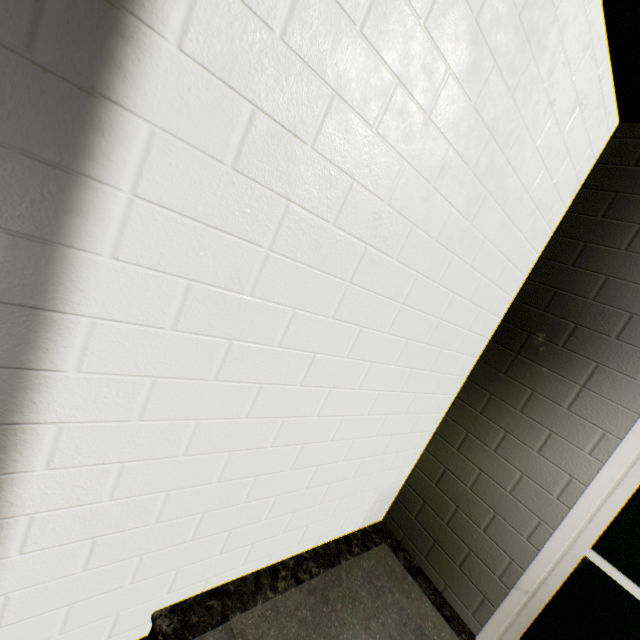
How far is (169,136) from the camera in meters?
0.8

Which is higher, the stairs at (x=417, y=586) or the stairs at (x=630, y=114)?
the stairs at (x=630, y=114)

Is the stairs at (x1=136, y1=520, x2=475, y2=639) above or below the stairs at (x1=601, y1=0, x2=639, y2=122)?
below
